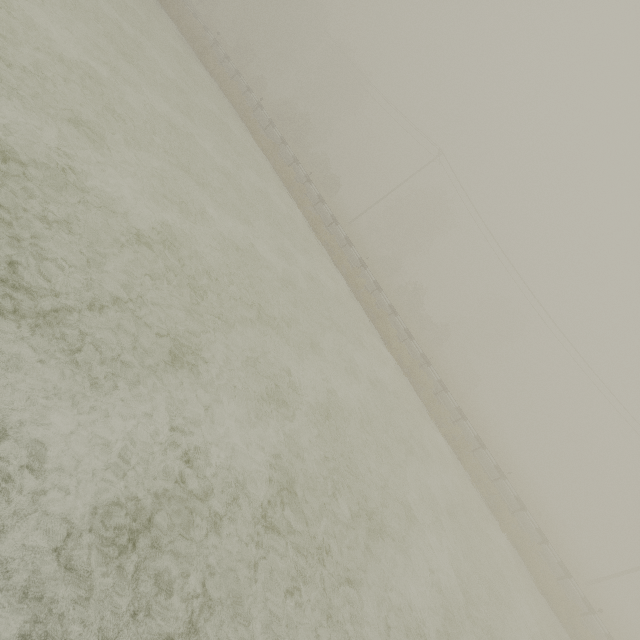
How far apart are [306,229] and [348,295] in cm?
489
